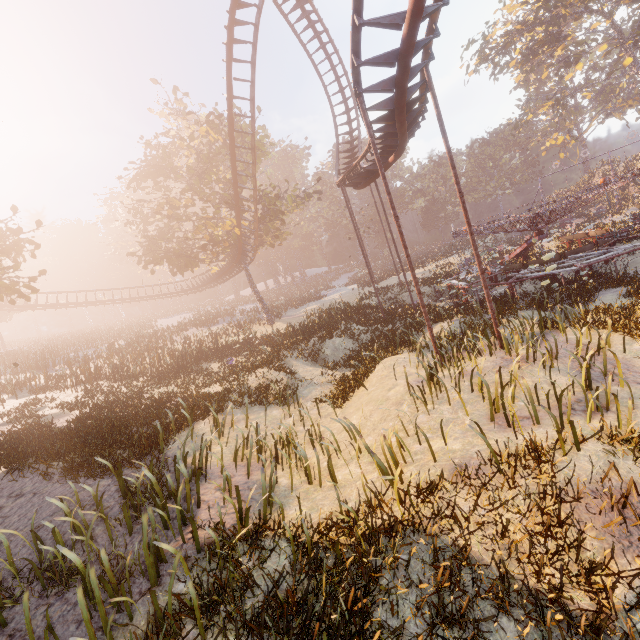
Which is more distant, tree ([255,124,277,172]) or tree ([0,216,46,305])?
tree ([255,124,277,172])

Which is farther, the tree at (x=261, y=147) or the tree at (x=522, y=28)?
the tree at (x=522, y=28)

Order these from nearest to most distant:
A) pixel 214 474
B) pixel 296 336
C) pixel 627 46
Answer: pixel 214 474, pixel 296 336, pixel 627 46

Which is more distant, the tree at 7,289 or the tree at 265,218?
the tree at 265,218

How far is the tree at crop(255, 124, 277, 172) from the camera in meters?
26.2 m

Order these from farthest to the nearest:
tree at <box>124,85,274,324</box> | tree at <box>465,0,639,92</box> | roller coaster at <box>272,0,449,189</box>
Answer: tree at <box>465,0,639,92</box> → tree at <box>124,85,274,324</box> → roller coaster at <box>272,0,449,189</box>

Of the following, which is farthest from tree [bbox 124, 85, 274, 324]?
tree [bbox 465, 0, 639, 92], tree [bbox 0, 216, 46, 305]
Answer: tree [bbox 465, 0, 639, 92]

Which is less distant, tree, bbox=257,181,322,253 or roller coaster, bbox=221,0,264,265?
roller coaster, bbox=221,0,264,265
